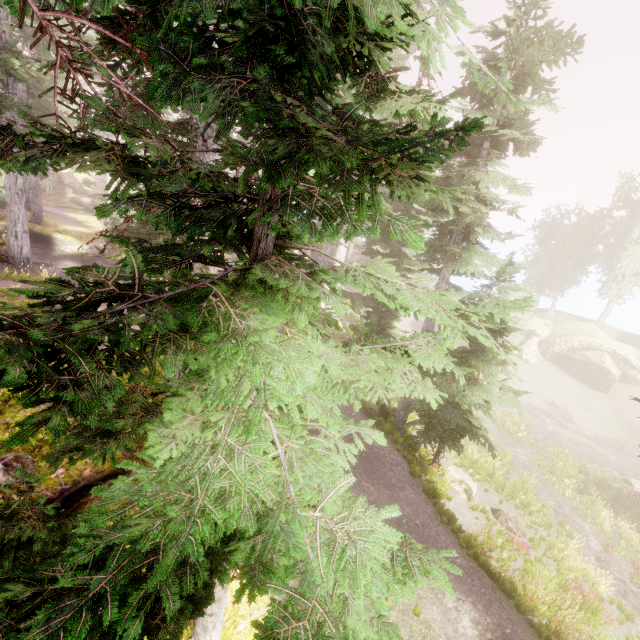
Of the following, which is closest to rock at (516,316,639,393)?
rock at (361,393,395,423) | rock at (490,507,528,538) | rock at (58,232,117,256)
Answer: rock at (490,507,528,538)

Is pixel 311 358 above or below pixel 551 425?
above

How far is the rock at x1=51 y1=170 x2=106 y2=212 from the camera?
38.8m

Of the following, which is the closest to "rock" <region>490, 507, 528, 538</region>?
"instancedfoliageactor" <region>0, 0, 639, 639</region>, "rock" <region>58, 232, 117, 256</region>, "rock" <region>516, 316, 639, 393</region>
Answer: "instancedfoliageactor" <region>0, 0, 639, 639</region>

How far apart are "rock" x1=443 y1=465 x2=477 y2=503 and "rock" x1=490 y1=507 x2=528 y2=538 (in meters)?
0.83

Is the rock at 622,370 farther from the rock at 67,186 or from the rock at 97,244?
the rock at 97,244

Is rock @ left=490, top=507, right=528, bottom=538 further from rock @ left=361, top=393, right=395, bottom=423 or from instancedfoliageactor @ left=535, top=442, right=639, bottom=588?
rock @ left=361, top=393, right=395, bottom=423

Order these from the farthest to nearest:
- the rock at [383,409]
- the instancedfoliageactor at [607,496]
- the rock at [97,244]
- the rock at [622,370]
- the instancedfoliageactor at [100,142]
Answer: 1. the rock at [622,370]
2. the rock at [97,244]
3. the instancedfoliageactor at [607,496]
4. the rock at [383,409]
5. the instancedfoliageactor at [100,142]
